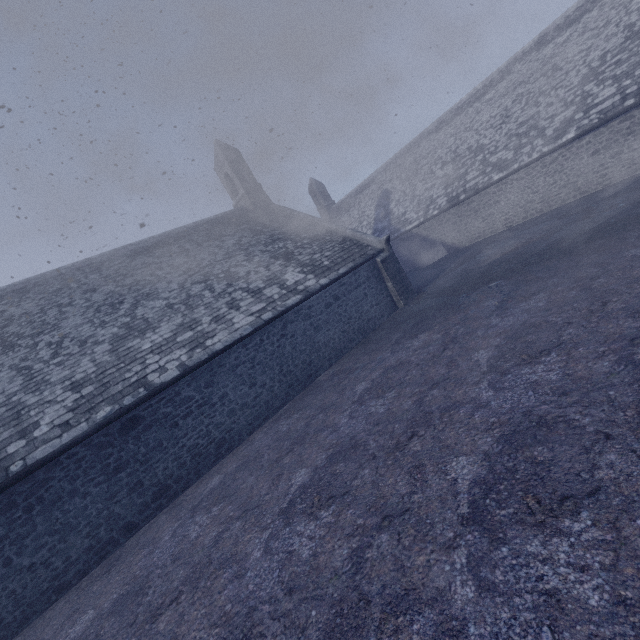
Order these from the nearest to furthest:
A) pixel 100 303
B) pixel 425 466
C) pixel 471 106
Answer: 1. pixel 425 466
2. pixel 100 303
3. pixel 471 106
